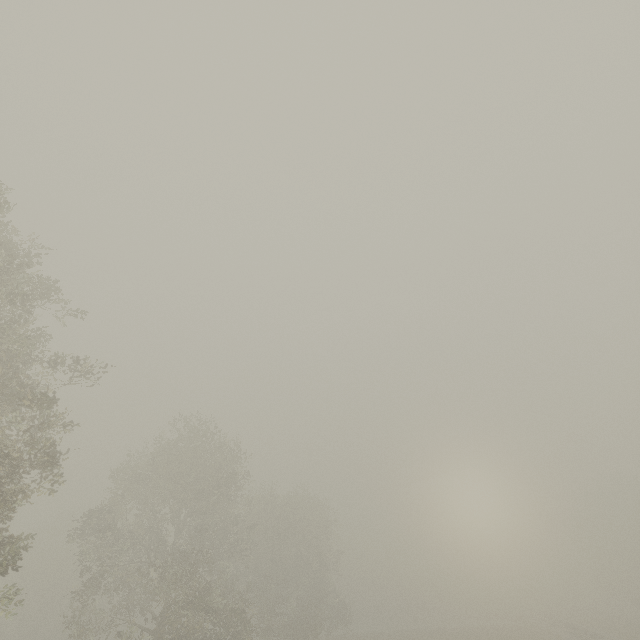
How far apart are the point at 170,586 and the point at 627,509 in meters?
66.0 m
